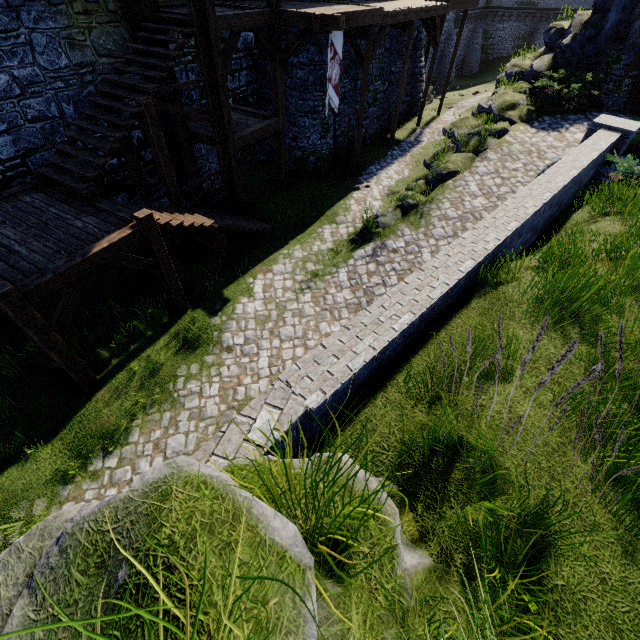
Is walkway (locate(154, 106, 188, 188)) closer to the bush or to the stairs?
the stairs

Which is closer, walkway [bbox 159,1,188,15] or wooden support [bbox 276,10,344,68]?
walkway [bbox 159,1,188,15]

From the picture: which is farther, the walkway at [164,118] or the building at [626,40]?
the building at [626,40]

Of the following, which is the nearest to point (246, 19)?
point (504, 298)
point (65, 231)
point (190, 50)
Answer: point (190, 50)

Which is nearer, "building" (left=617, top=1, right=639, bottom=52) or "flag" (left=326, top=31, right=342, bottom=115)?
"flag" (left=326, top=31, right=342, bottom=115)

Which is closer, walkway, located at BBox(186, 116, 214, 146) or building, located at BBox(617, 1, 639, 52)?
walkway, located at BBox(186, 116, 214, 146)

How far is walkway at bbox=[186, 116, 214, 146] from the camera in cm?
1117

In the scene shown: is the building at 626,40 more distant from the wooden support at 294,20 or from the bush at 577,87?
the wooden support at 294,20
